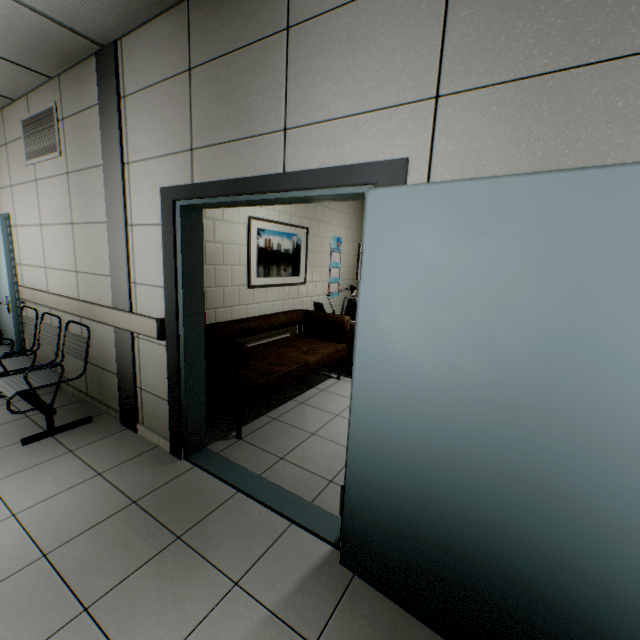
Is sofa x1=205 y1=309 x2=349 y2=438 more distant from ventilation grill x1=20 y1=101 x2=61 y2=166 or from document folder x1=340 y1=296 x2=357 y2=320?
ventilation grill x1=20 y1=101 x2=61 y2=166

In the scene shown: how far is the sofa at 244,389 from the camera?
2.94m

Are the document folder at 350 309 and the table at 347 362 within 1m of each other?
yes

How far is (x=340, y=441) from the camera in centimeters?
312cm

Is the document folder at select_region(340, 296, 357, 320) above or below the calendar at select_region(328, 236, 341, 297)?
below

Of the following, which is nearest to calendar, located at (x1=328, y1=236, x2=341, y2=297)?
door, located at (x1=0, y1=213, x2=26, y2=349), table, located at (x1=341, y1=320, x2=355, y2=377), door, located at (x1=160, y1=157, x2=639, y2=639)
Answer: table, located at (x1=341, y1=320, x2=355, y2=377)

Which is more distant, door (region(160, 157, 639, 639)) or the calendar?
the calendar

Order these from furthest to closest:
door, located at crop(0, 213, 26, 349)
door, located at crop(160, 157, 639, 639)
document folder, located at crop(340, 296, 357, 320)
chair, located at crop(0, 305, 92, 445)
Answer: document folder, located at crop(340, 296, 357, 320) → door, located at crop(0, 213, 26, 349) → chair, located at crop(0, 305, 92, 445) → door, located at crop(160, 157, 639, 639)
